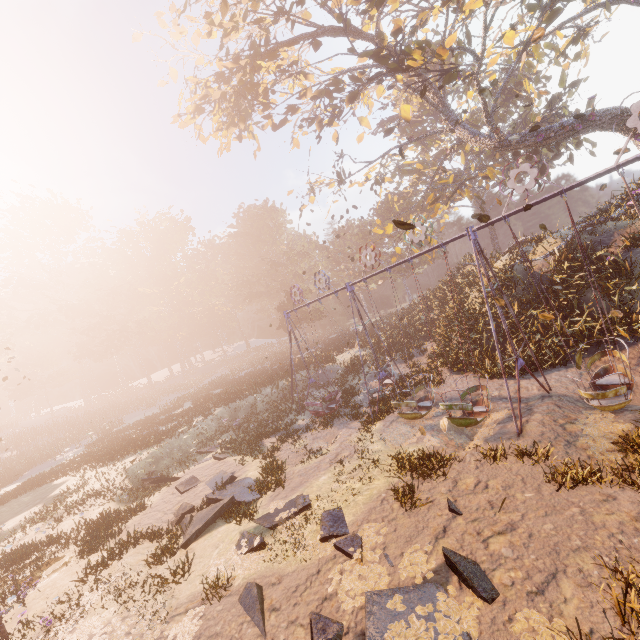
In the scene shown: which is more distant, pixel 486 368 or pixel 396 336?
pixel 396 336

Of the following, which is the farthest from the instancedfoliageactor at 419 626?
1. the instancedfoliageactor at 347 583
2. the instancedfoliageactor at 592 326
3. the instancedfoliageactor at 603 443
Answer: the instancedfoliageactor at 592 326

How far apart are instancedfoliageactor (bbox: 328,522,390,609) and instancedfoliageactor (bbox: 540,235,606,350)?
12.37m

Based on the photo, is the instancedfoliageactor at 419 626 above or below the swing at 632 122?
below

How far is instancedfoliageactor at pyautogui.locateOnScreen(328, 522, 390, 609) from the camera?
6.10m

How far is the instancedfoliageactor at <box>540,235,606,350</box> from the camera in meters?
12.6 m

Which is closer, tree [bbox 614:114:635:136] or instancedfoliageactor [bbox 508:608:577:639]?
instancedfoliageactor [bbox 508:608:577:639]

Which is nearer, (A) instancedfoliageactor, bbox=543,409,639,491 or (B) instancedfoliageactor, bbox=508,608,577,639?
(B) instancedfoliageactor, bbox=508,608,577,639
